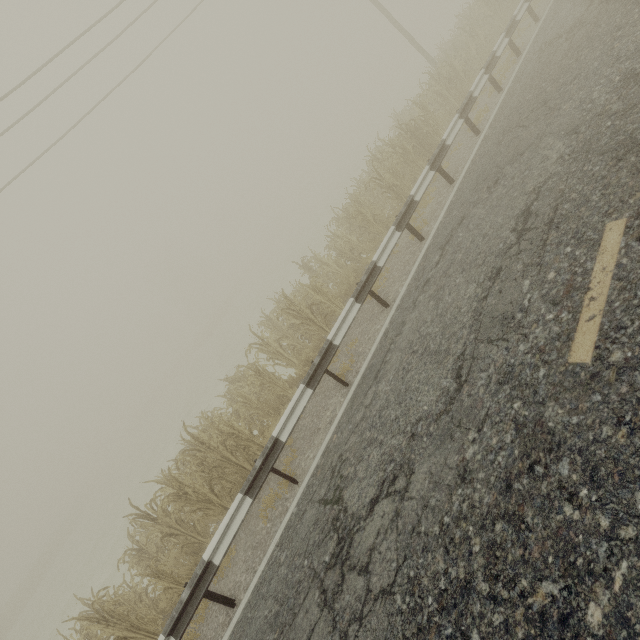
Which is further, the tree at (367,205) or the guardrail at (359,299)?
the tree at (367,205)

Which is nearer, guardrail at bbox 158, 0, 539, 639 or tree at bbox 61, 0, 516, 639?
guardrail at bbox 158, 0, 539, 639

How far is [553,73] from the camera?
6.9 meters
